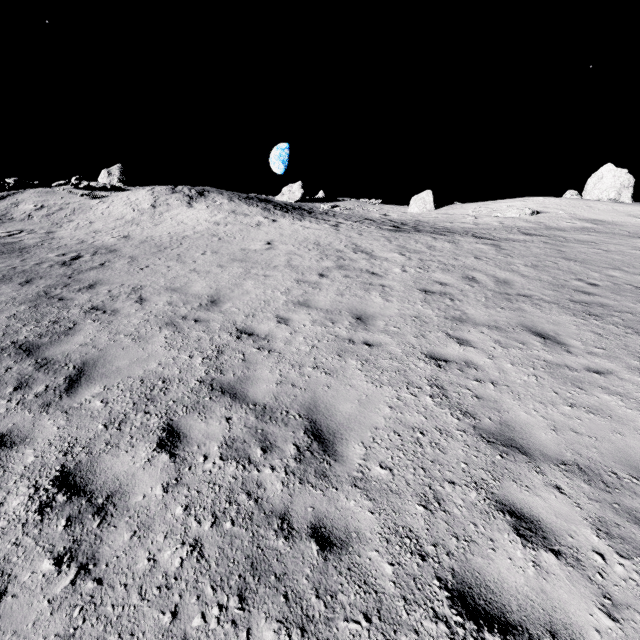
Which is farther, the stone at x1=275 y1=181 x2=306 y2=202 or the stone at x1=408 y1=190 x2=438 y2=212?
the stone at x1=275 y1=181 x2=306 y2=202

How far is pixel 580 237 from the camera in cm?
1866

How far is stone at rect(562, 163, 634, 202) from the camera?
26.69m

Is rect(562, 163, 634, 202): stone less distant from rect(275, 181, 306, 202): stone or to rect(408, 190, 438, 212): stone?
rect(408, 190, 438, 212): stone

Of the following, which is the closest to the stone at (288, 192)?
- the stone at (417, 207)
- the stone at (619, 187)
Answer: the stone at (417, 207)

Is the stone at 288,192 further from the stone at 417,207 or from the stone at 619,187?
the stone at 619,187

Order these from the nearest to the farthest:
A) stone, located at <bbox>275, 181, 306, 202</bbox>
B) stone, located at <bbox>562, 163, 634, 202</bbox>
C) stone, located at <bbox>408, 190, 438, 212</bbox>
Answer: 1. stone, located at <bbox>562, 163, 634, 202</bbox>
2. stone, located at <bbox>408, 190, 438, 212</bbox>
3. stone, located at <bbox>275, 181, 306, 202</bbox>
